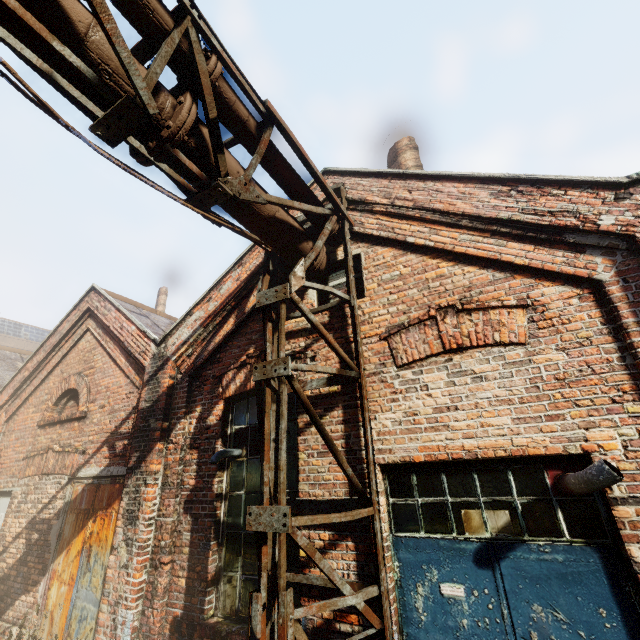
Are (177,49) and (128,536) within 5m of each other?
no

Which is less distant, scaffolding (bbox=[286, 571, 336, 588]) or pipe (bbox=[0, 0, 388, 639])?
pipe (bbox=[0, 0, 388, 639])

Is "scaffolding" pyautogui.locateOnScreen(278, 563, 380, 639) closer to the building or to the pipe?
the pipe

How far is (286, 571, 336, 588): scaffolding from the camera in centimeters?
321cm

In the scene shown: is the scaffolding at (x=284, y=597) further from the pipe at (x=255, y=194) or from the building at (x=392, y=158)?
the building at (x=392, y=158)

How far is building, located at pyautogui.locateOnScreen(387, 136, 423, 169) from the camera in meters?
7.6

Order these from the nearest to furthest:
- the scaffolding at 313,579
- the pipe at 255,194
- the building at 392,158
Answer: the pipe at 255,194
the scaffolding at 313,579
the building at 392,158
